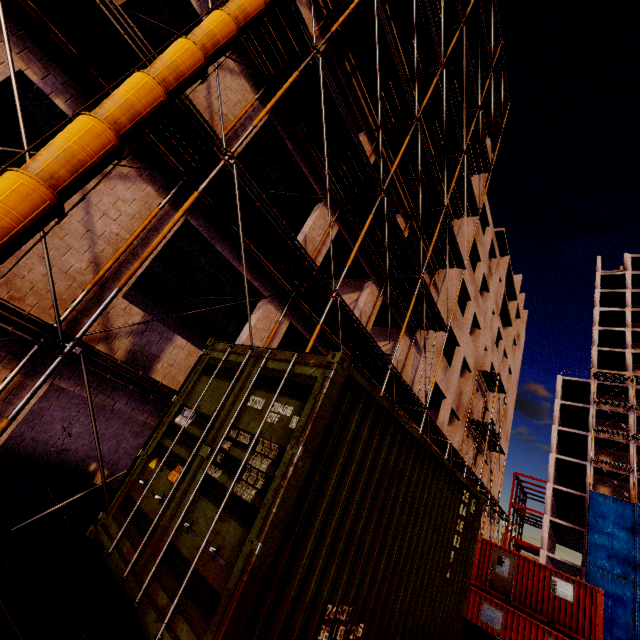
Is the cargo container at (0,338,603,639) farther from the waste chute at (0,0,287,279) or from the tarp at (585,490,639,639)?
the tarp at (585,490,639,639)

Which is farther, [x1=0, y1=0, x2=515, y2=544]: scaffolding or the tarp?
the tarp

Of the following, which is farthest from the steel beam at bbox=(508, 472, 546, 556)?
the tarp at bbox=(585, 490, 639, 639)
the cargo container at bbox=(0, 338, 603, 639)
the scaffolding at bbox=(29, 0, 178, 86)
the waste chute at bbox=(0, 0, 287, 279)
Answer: the waste chute at bbox=(0, 0, 287, 279)

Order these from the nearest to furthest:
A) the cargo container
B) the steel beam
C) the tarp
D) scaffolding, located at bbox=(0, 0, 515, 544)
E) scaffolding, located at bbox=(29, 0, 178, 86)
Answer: the cargo container
scaffolding, located at bbox=(29, 0, 178, 86)
scaffolding, located at bbox=(0, 0, 515, 544)
the tarp
the steel beam

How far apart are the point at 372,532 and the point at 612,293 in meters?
74.0

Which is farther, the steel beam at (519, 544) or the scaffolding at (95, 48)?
the steel beam at (519, 544)

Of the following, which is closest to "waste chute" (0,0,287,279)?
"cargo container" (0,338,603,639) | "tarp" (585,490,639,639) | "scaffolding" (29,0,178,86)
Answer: "scaffolding" (29,0,178,86)

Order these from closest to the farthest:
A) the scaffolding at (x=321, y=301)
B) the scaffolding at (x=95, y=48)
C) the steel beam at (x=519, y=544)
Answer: the scaffolding at (x=95, y=48) → the scaffolding at (x=321, y=301) → the steel beam at (x=519, y=544)
